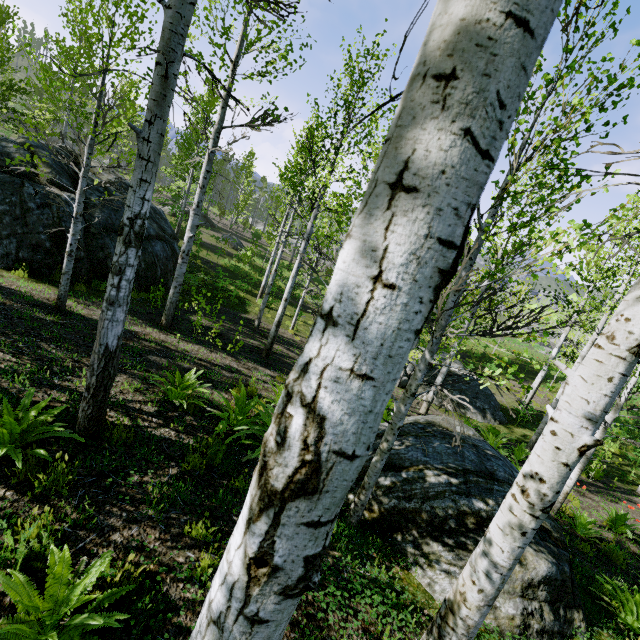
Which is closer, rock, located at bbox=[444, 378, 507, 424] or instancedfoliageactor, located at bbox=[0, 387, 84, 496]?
instancedfoliageactor, located at bbox=[0, 387, 84, 496]

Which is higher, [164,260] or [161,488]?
[164,260]

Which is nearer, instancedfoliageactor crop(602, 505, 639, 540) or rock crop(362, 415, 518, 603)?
Answer: rock crop(362, 415, 518, 603)

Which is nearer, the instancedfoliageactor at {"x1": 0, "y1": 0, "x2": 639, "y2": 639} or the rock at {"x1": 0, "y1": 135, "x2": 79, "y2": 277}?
the instancedfoliageactor at {"x1": 0, "y1": 0, "x2": 639, "y2": 639}

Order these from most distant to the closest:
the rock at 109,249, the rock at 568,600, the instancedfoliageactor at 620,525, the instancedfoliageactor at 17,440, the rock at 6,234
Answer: the rock at 109,249 < the rock at 6,234 < the instancedfoliageactor at 620,525 < the rock at 568,600 < the instancedfoliageactor at 17,440

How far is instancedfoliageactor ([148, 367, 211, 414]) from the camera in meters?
5.4

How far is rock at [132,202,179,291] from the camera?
11.7m

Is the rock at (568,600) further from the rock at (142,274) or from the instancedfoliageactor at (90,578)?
the rock at (142,274)
